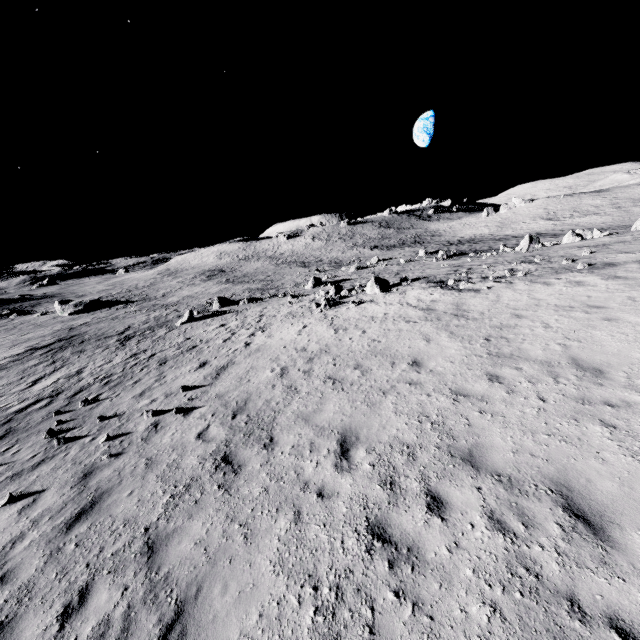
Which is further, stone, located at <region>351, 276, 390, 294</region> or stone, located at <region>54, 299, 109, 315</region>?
stone, located at <region>54, 299, 109, 315</region>

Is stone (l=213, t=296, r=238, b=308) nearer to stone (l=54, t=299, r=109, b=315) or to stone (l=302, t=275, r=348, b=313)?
stone (l=302, t=275, r=348, b=313)

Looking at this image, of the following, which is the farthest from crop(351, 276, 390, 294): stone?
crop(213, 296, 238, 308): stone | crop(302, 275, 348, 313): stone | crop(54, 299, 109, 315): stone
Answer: crop(54, 299, 109, 315): stone

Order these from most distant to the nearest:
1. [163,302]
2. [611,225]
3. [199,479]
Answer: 1. [611,225]
2. [163,302]
3. [199,479]

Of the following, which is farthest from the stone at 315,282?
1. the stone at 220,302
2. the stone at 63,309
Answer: the stone at 63,309

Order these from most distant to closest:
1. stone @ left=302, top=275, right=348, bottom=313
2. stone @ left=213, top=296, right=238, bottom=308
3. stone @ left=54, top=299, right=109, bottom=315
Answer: stone @ left=54, top=299, right=109, bottom=315
stone @ left=213, top=296, right=238, bottom=308
stone @ left=302, top=275, right=348, bottom=313

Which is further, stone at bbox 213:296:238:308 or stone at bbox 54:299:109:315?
stone at bbox 54:299:109:315

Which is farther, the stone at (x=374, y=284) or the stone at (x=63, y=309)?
the stone at (x=63, y=309)
